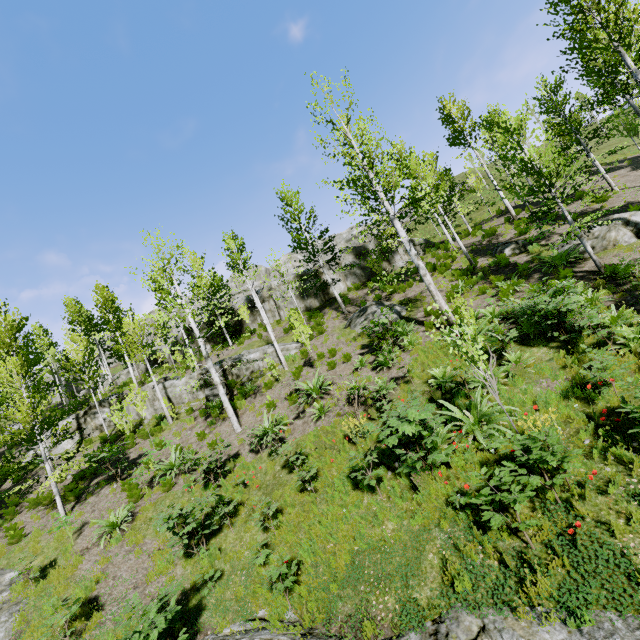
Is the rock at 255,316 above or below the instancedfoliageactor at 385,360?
above

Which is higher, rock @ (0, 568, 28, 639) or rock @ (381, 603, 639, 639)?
rock @ (0, 568, 28, 639)

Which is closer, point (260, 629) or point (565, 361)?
point (260, 629)

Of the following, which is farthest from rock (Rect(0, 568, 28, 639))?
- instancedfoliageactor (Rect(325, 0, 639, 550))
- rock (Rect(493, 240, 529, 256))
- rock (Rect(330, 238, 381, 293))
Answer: rock (Rect(493, 240, 529, 256))

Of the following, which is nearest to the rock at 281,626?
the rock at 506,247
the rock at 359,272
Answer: the rock at 359,272

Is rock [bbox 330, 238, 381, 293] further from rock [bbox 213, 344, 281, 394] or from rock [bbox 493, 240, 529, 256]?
rock [bbox 493, 240, 529, 256]

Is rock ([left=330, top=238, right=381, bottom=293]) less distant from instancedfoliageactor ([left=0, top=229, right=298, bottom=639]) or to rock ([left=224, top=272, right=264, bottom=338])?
instancedfoliageactor ([left=0, top=229, right=298, bottom=639])

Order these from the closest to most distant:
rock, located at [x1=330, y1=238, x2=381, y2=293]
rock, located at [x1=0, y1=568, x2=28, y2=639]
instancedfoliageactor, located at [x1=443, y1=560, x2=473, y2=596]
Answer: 1. instancedfoliageactor, located at [x1=443, y1=560, x2=473, y2=596]
2. rock, located at [x1=0, y1=568, x2=28, y2=639]
3. rock, located at [x1=330, y1=238, x2=381, y2=293]
